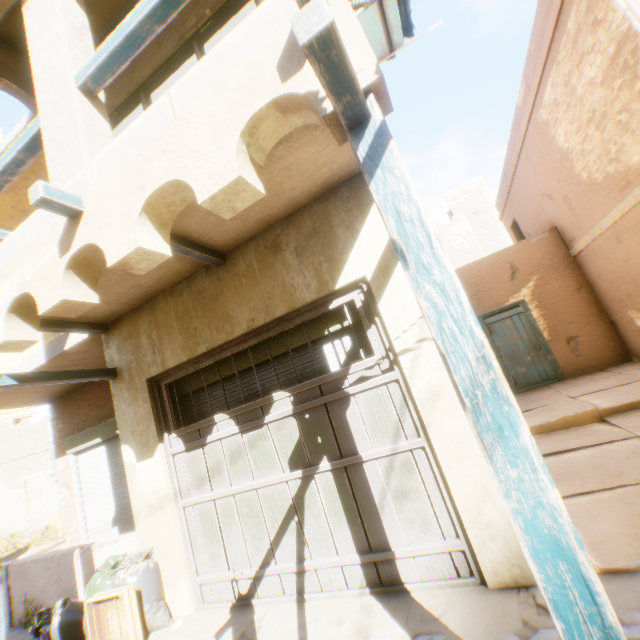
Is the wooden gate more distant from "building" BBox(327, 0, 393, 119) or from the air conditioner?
the air conditioner

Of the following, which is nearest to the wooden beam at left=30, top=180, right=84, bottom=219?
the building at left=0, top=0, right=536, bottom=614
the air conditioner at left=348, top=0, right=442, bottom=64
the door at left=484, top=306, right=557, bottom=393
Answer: the building at left=0, top=0, right=536, bottom=614

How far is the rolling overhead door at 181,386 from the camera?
4.4m

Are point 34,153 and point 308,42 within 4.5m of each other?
yes

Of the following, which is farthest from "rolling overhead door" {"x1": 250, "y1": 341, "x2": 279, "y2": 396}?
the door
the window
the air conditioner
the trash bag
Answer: the door

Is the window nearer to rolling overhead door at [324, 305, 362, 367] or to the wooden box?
rolling overhead door at [324, 305, 362, 367]

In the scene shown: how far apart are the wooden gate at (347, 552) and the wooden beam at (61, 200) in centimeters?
60cm

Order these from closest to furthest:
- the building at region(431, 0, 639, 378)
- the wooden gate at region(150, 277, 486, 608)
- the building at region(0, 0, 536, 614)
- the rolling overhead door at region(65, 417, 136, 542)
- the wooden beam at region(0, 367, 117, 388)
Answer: the building at region(0, 0, 536, 614)
the wooden gate at region(150, 277, 486, 608)
the wooden beam at region(0, 367, 117, 388)
the building at region(431, 0, 639, 378)
the rolling overhead door at region(65, 417, 136, 542)
